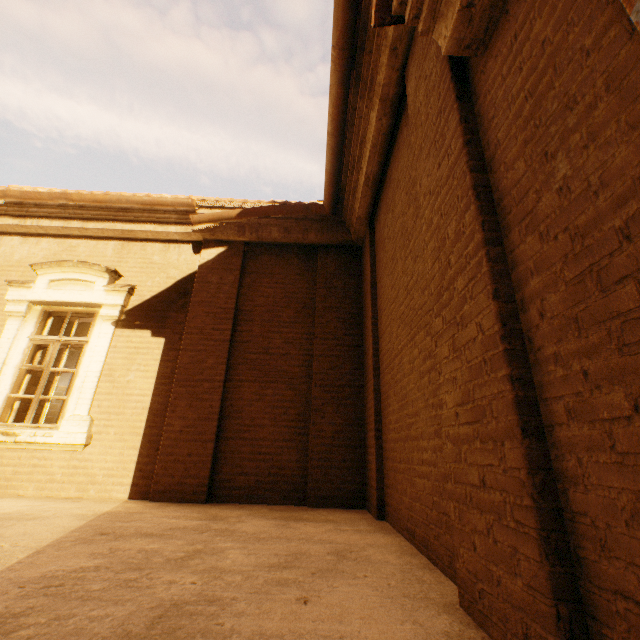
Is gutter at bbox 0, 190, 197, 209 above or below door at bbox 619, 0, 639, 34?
above

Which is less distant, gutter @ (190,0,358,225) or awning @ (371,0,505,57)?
awning @ (371,0,505,57)

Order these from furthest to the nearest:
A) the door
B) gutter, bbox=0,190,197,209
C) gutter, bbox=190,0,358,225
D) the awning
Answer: gutter, bbox=0,190,197,209 → gutter, bbox=190,0,358,225 → the awning → the door

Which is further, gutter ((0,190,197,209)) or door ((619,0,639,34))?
gutter ((0,190,197,209))

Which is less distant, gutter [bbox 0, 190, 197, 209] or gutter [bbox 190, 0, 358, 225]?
gutter [bbox 190, 0, 358, 225]

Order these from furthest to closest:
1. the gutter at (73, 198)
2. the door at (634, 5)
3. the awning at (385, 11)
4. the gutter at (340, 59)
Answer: the gutter at (73, 198), the gutter at (340, 59), the awning at (385, 11), the door at (634, 5)

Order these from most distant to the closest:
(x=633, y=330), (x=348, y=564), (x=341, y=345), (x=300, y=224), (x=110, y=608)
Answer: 1. (x=300, y=224)
2. (x=341, y=345)
3. (x=348, y=564)
4. (x=110, y=608)
5. (x=633, y=330)

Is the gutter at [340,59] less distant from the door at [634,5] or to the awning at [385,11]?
the awning at [385,11]
